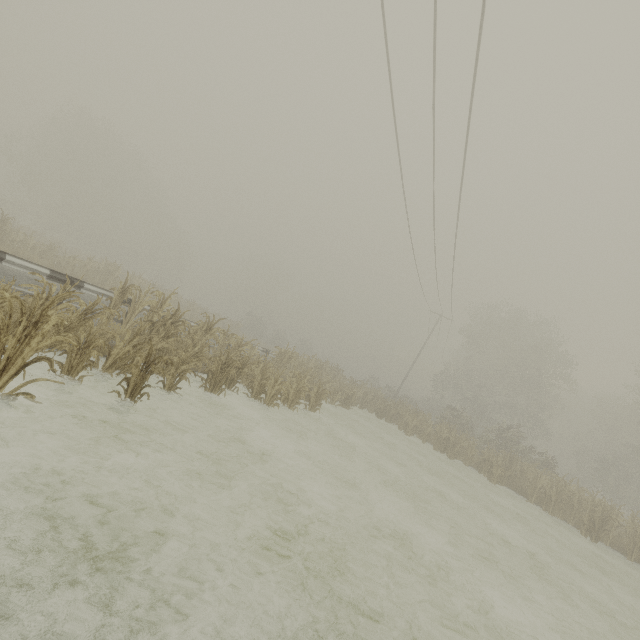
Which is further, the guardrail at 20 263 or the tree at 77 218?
the guardrail at 20 263

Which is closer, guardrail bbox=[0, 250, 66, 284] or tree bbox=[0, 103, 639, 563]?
tree bbox=[0, 103, 639, 563]

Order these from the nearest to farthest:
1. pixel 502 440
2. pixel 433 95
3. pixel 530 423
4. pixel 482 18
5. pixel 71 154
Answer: pixel 482 18 → pixel 433 95 → pixel 502 440 → pixel 530 423 → pixel 71 154
